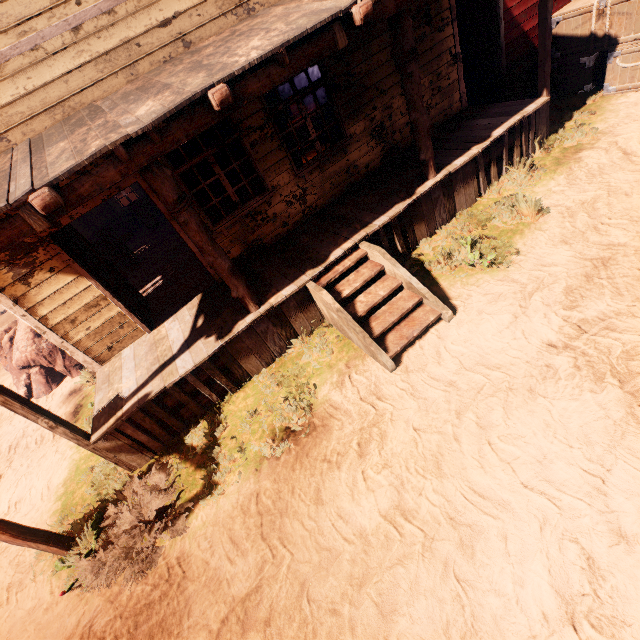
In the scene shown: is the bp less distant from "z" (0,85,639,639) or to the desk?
"z" (0,85,639,639)

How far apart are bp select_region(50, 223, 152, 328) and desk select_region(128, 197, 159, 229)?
6.1 meters

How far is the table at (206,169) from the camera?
10.9m

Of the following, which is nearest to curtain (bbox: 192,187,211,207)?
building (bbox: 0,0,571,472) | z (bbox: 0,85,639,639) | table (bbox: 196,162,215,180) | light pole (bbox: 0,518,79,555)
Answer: building (bbox: 0,0,571,472)

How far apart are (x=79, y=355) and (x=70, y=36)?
4.8m

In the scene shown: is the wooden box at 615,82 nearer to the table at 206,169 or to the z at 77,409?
the z at 77,409

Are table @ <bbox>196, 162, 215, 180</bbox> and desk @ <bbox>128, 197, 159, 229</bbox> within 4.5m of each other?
yes

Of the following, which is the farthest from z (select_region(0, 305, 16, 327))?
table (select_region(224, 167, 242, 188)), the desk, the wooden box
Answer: the desk
